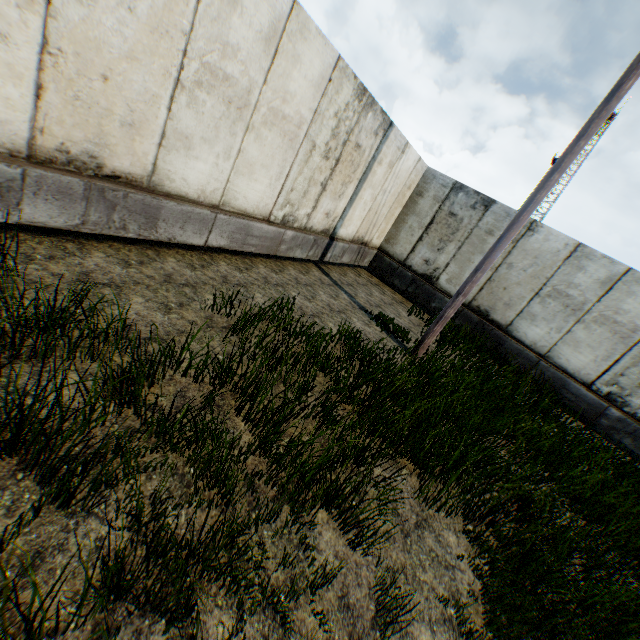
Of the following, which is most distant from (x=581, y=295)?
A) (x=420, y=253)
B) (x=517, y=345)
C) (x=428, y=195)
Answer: (x=428, y=195)
